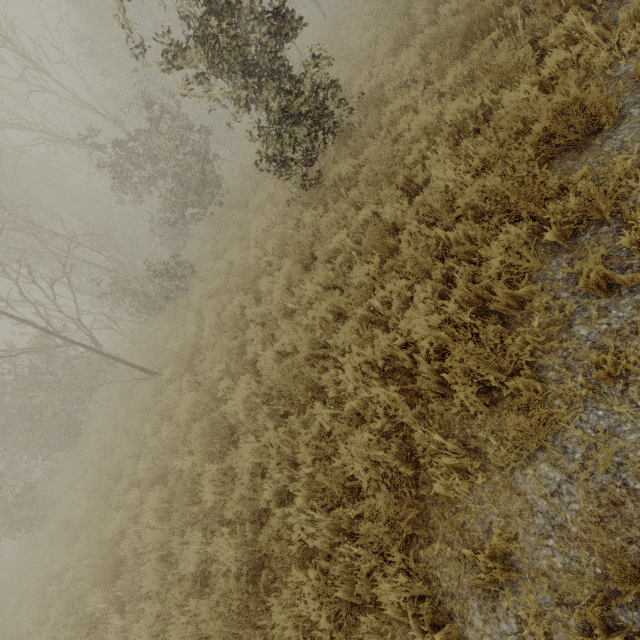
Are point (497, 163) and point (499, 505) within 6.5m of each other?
yes
